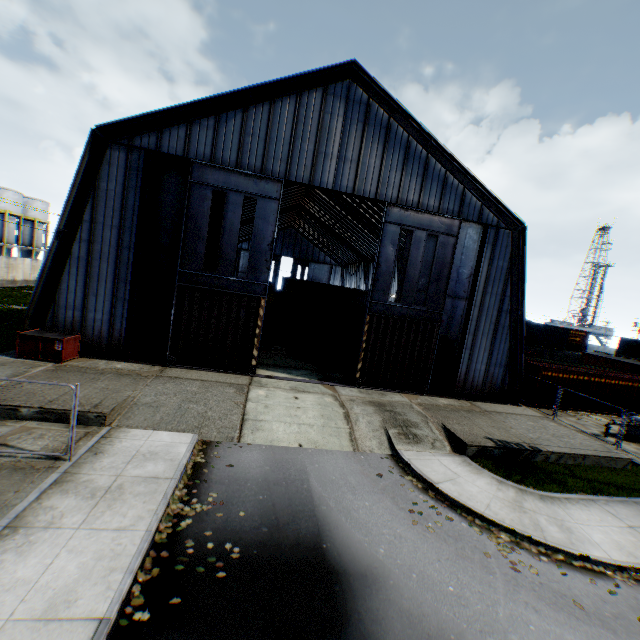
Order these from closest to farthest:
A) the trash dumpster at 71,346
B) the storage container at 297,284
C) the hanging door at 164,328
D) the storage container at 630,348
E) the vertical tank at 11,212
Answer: the trash dumpster at 71,346 < the hanging door at 164,328 < the storage container at 297,284 < the vertical tank at 11,212 < the storage container at 630,348

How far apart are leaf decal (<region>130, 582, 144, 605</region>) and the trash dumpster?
12.4m

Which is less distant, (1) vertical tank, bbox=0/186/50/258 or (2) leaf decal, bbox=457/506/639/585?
(2) leaf decal, bbox=457/506/639/585

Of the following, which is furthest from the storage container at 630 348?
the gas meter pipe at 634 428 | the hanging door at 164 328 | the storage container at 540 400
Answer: the hanging door at 164 328

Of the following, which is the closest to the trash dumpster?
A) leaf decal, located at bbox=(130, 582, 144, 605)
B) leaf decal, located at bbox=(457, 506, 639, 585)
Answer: Answer: leaf decal, located at bbox=(130, 582, 144, 605)

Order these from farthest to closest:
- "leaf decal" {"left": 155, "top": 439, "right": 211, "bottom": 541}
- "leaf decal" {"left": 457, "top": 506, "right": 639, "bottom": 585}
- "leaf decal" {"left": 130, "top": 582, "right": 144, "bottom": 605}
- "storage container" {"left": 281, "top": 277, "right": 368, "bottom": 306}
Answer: "storage container" {"left": 281, "top": 277, "right": 368, "bottom": 306} < "leaf decal" {"left": 457, "top": 506, "right": 639, "bottom": 585} < "leaf decal" {"left": 155, "top": 439, "right": 211, "bottom": 541} < "leaf decal" {"left": 130, "top": 582, "right": 144, "bottom": 605}

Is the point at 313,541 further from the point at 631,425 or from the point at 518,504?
the point at 631,425

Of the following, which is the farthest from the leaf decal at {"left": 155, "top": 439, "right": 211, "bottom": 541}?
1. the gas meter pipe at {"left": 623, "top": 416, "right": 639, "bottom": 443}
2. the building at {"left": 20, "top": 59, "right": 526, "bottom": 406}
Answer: the gas meter pipe at {"left": 623, "top": 416, "right": 639, "bottom": 443}
